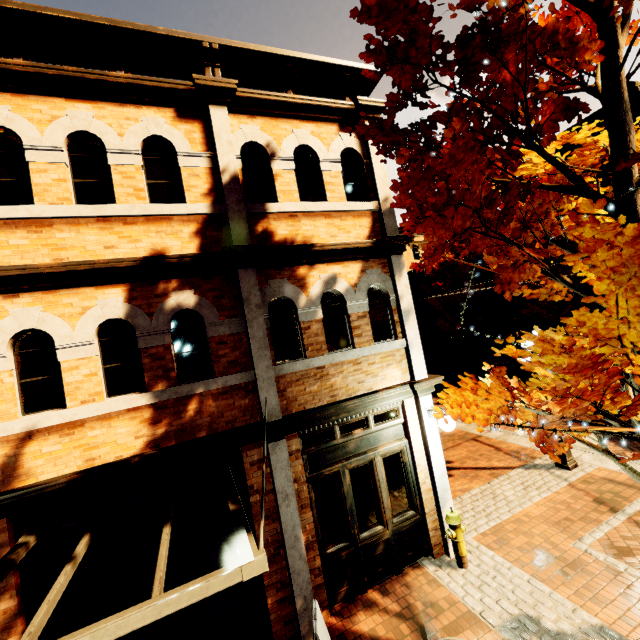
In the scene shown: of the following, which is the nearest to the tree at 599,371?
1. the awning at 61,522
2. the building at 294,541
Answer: the building at 294,541

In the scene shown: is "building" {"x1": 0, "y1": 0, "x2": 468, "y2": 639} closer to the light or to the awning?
the awning

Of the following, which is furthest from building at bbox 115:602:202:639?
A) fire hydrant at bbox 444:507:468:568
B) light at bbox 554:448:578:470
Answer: light at bbox 554:448:578:470

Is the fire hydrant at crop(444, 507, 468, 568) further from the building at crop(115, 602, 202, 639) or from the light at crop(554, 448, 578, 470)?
the light at crop(554, 448, 578, 470)

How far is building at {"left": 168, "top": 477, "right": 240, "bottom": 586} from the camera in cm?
488

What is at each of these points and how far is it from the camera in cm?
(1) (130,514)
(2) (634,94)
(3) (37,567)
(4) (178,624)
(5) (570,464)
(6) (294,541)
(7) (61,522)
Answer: (1) building, 468
(2) building, 1798
(3) building, 423
(4) building, 516
(5) light, 830
(6) building, 504
(7) awning, 412

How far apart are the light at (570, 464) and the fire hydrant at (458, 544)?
4.4m

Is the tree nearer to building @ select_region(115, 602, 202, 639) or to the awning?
building @ select_region(115, 602, 202, 639)
